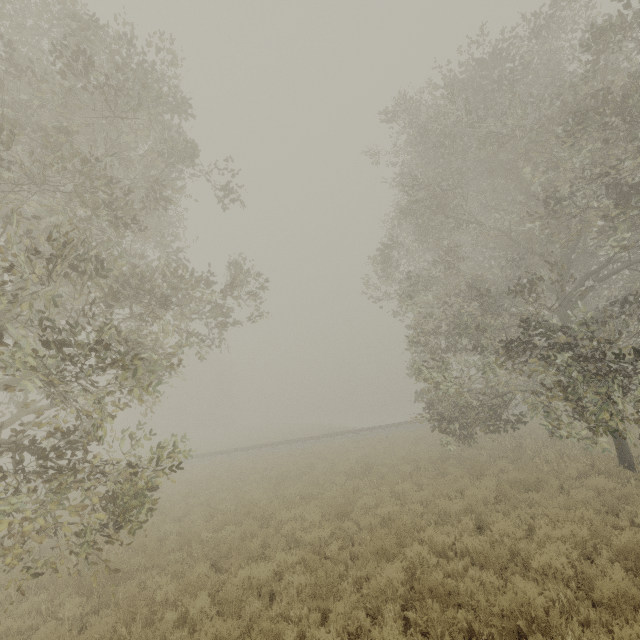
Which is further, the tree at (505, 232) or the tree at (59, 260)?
the tree at (505, 232)

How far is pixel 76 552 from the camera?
6.6 meters

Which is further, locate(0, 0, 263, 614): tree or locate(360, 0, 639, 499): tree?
locate(360, 0, 639, 499): tree
